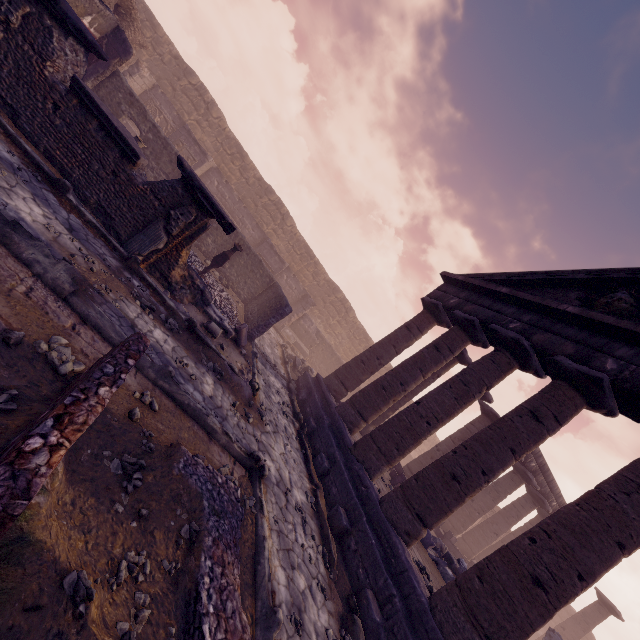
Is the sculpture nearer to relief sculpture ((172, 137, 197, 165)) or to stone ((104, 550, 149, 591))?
relief sculpture ((172, 137, 197, 165))

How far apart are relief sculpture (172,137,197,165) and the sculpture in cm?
845

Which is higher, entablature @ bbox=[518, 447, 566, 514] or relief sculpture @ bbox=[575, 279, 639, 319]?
relief sculpture @ bbox=[575, 279, 639, 319]

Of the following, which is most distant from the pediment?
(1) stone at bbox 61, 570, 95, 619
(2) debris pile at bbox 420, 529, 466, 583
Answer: (1) stone at bbox 61, 570, 95, 619

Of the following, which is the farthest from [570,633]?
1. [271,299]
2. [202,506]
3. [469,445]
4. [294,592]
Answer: [202,506]

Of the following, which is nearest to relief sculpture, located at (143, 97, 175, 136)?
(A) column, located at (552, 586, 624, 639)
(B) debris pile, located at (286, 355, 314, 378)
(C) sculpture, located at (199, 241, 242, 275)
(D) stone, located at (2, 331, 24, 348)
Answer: (C) sculpture, located at (199, 241, 242, 275)

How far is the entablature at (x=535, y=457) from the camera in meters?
16.2

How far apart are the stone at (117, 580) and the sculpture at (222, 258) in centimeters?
949cm
